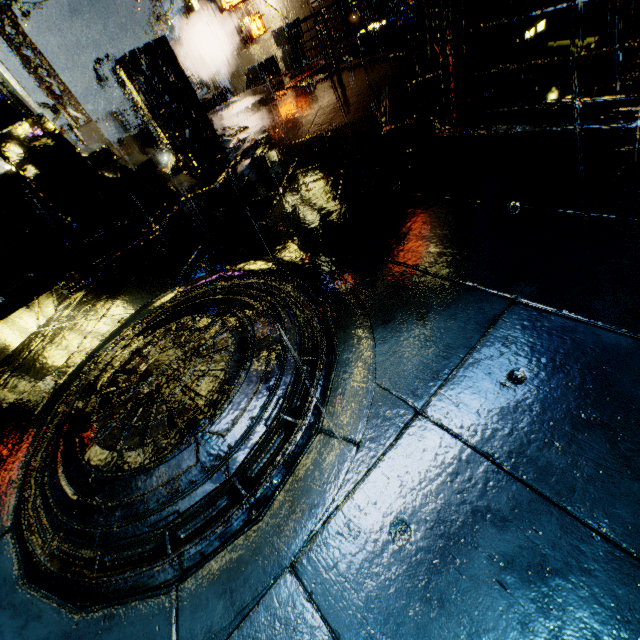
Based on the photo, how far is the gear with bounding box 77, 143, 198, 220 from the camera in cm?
664

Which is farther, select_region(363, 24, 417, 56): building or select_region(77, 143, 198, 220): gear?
select_region(363, 24, 417, 56): building

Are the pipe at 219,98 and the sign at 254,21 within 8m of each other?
yes

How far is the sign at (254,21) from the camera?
15.68m

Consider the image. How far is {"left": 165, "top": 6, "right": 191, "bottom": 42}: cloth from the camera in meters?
19.7

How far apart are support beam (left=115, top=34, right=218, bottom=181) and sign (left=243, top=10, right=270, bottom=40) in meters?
10.4 m

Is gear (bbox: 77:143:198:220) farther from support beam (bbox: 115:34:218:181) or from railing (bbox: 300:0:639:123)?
railing (bbox: 300:0:639:123)

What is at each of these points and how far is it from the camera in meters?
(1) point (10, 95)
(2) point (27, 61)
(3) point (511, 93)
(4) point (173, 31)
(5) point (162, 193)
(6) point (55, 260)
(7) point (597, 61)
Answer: (1) building, 10.1 m
(2) support beam, 16.2 m
(3) building, 13.1 m
(4) cloth, 20.6 m
(5) gear, 6.8 m
(6) stairs, 4.9 m
(7) building vent, 9.0 m
